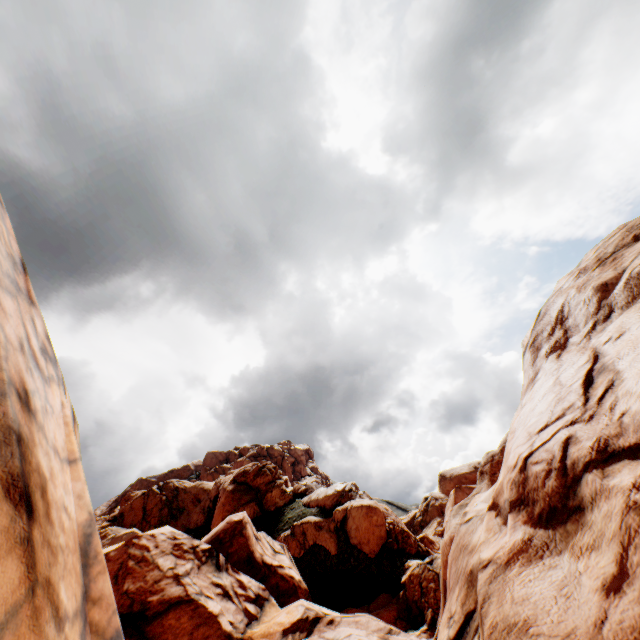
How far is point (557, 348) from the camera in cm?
1058
